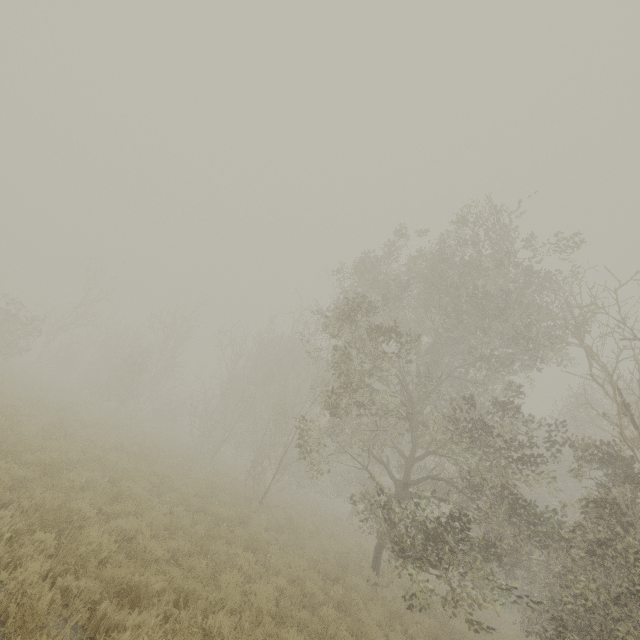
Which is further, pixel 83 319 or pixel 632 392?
pixel 83 319
